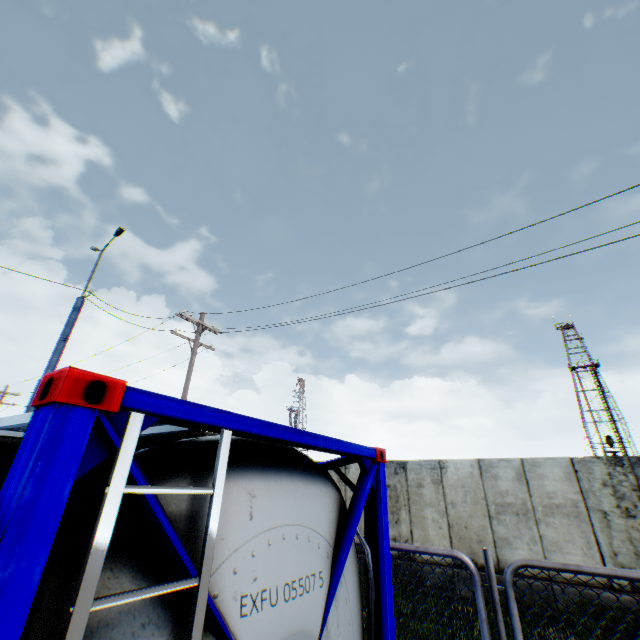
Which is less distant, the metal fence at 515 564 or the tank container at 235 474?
the tank container at 235 474

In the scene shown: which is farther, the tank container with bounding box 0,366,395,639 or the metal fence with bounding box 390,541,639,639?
the metal fence with bounding box 390,541,639,639

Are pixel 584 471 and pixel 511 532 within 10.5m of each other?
yes
